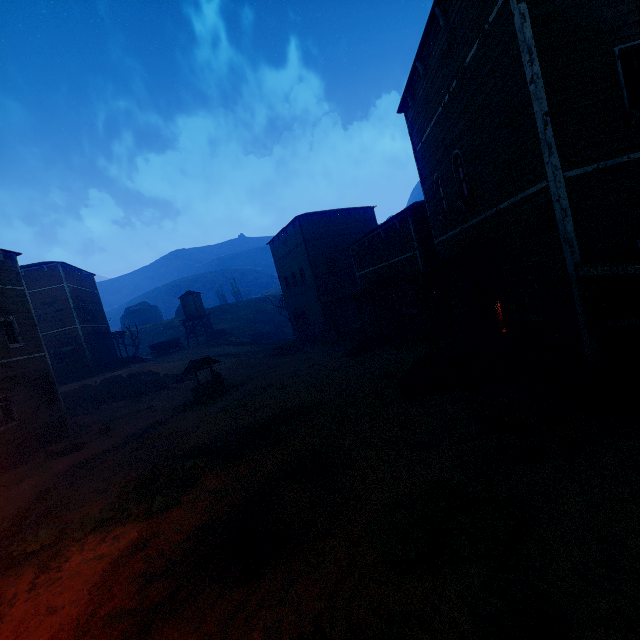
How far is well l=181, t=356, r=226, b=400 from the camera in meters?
18.2 m

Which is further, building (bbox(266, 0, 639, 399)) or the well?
the well

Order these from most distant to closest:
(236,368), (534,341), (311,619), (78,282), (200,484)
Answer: (78,282) < (236,368) < (534,341) < (200,484) < (311,619)

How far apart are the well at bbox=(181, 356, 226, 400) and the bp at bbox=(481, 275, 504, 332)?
14.10m

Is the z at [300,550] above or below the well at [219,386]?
below

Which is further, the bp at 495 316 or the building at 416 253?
the bp at 495 316

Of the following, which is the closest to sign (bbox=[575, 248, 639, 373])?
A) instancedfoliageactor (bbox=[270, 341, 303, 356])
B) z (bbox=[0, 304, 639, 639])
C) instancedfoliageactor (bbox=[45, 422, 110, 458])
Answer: z (bbox=[0, 304, 639, 639])

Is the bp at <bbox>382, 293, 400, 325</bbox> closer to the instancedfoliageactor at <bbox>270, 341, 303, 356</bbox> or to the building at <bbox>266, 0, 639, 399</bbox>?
the building at <bbox>266, 0, 639, 399</bbox>
